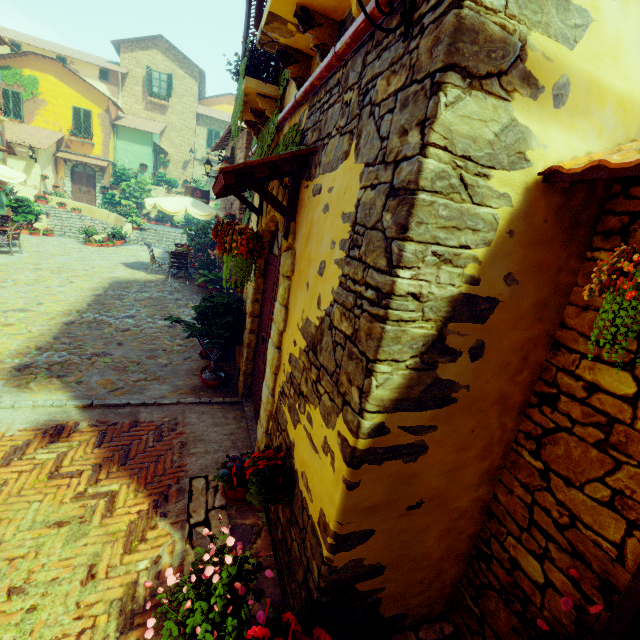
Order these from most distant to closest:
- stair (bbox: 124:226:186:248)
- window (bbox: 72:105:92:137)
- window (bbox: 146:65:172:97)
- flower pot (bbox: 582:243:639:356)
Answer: window (bbox: 146:65:172:97) → window (bbox: 72:105:92:137) → stair (bbox: 124:226:186:248) → flower pot (bbox: 582:243:639:356)

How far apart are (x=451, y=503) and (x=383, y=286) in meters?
1.6

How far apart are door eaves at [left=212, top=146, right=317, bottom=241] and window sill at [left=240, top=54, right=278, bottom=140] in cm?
63

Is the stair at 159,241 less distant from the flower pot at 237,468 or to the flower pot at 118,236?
the flower pot at 118,236

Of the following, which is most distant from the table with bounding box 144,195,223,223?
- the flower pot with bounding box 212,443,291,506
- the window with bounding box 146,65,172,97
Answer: the flower pot with bounding box 212,443,291,506

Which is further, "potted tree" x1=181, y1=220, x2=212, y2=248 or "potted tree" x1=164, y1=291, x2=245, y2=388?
"potted tree" x1=181, y1=220, x2=212, y2=248

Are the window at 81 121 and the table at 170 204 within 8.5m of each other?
no

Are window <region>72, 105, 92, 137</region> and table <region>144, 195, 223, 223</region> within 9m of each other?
no
